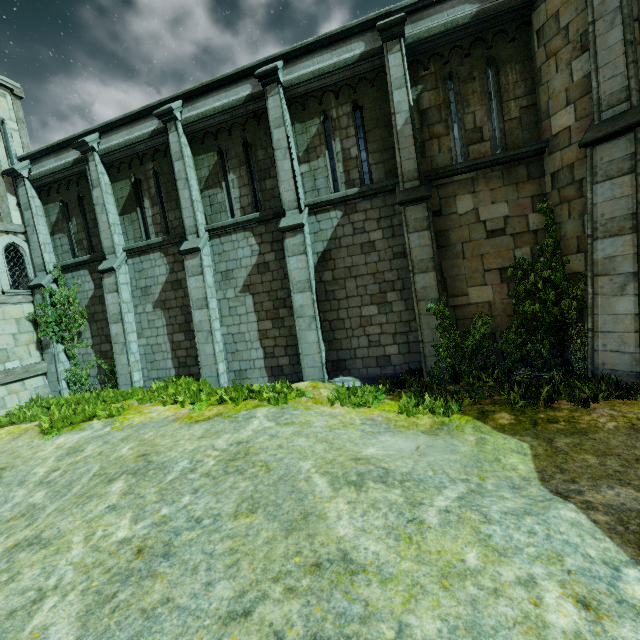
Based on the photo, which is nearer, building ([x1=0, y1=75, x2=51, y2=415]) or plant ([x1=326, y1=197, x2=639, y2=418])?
plant ([x1=326, y1=197, x2=639, y2=418])

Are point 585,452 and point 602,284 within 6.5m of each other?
yes

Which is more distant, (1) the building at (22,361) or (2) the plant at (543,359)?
(1) the building at (22,361)
